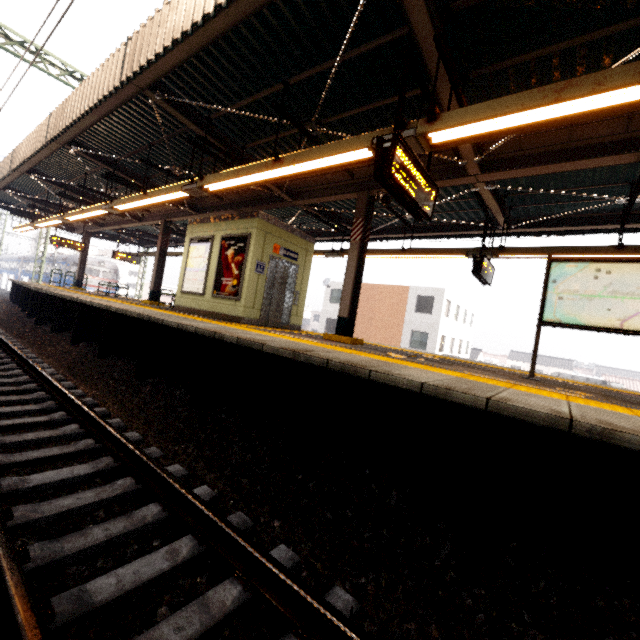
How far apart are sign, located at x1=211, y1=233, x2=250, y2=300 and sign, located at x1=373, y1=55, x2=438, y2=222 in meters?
4.8

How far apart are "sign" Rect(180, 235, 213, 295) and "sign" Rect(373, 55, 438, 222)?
6.4 meters

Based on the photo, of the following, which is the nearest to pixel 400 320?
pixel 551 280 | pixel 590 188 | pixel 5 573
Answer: pixel 590 188

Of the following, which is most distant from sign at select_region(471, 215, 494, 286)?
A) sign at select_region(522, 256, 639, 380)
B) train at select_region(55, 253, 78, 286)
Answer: train at select_region(55, 253, 78, 286)

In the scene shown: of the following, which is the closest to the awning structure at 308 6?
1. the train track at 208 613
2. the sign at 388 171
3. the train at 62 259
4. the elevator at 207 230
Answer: the sign at 388 171

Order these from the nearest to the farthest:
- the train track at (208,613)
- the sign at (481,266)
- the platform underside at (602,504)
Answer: the train track at (208,613) < the platform underside at (602,504) < the sign at (481,266)

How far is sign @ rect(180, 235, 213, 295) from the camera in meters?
9.3

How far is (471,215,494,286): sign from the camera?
7.8 meters
